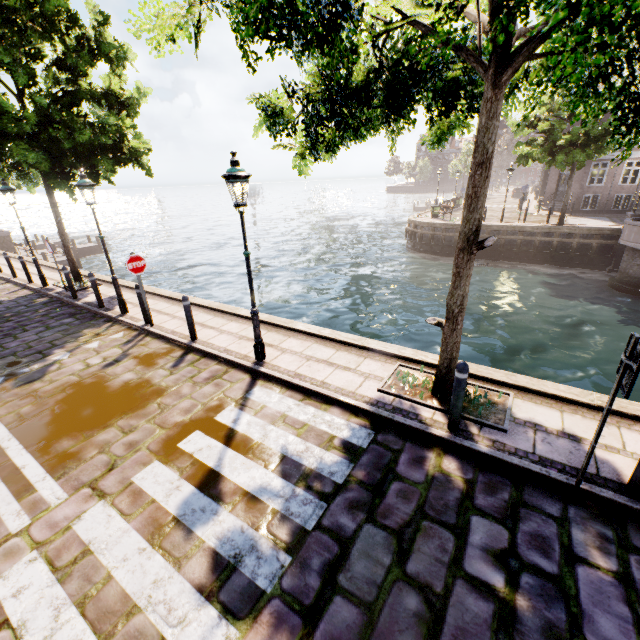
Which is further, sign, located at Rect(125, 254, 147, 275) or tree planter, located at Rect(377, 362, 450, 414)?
sign, located at Rect(125, 254, 147, 275)

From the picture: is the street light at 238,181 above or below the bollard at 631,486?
above

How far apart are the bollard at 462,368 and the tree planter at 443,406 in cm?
22

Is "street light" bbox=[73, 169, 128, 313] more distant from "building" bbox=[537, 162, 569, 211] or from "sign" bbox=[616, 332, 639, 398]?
"building" bbox=[537, 162, 569, 211]

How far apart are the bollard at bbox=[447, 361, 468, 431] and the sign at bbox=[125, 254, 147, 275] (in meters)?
7.57

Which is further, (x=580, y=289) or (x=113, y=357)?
(x=580, y=289)

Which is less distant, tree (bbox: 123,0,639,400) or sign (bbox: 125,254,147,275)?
tree (bbox: 123,0,639,400)

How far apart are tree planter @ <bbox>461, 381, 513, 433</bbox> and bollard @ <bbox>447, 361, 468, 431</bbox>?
0.2m
